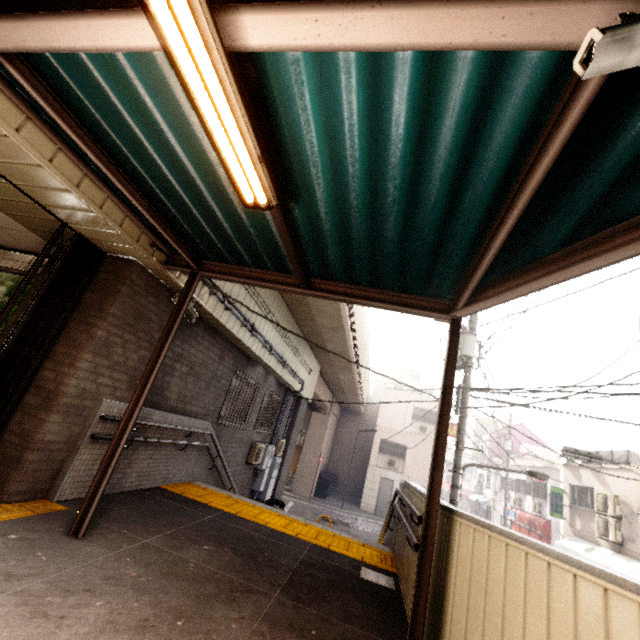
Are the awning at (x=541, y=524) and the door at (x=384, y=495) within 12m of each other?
yes

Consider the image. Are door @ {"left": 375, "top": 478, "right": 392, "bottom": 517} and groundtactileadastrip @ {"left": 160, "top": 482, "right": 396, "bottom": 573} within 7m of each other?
no

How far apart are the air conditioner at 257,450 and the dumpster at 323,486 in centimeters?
1440cm

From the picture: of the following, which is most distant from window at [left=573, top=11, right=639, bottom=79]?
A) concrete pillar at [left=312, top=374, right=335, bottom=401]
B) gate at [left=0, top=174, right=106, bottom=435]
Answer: concrete pillar at [left=312, top=374, right=335, bottom=401]

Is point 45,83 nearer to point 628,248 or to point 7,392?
point 7,392

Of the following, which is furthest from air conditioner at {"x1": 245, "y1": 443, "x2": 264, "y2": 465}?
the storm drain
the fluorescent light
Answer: the fluorescent light

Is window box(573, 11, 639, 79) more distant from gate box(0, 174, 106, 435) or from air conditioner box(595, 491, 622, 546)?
air conditioner box(595, 491, 622, 546)

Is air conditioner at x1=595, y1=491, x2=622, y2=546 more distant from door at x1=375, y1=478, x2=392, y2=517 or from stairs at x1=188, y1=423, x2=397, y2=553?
door at x1=375, y1=478, x2=392, y2=517
